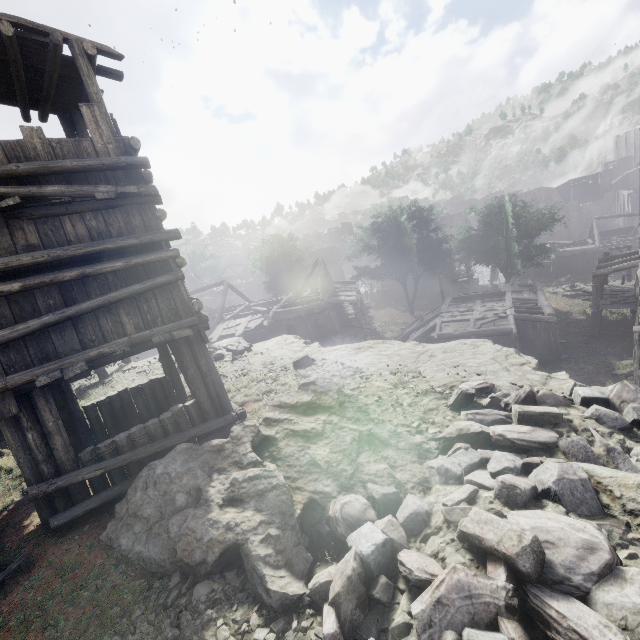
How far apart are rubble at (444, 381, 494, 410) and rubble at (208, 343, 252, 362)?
9.6m

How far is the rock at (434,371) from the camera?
7.1 meters

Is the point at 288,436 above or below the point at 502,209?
below

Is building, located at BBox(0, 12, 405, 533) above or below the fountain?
above

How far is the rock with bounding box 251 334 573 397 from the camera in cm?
707

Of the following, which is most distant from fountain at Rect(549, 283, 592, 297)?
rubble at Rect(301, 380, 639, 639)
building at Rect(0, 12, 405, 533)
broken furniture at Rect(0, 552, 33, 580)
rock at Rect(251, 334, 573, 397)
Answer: broken furniture at Rect(0, 552, 33, 580)

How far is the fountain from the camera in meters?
32.9 m

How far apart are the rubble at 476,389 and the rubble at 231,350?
9.6m
